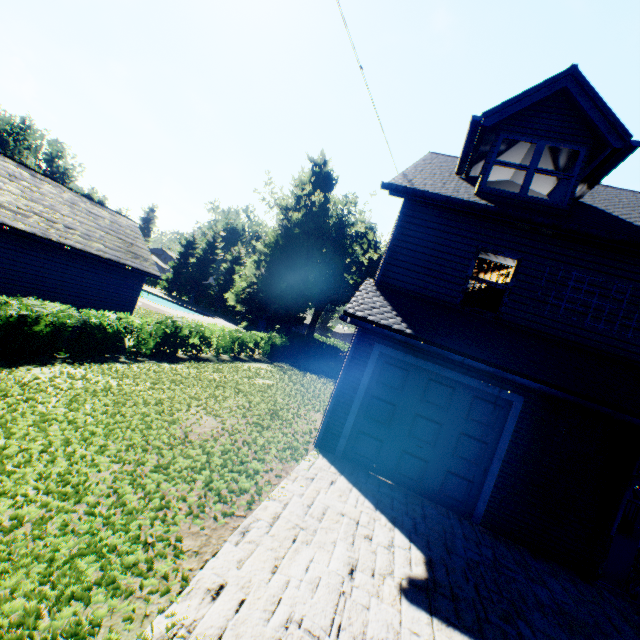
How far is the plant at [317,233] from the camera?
35.12m

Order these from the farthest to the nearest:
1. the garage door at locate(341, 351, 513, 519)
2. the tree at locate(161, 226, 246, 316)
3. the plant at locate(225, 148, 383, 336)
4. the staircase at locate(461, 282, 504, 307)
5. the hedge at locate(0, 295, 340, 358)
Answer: the tree at locate(161, 226, 246, 316) < the plant at locate(225, 148, 383, 336) < the staircase at locate(461, 282, 504, 307) < the hedge at locate(0, 295, 340, 358) < the garage door at locate(341, 351, 513, 519)

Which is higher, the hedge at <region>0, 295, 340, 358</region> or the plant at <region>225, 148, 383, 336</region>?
the plant at <region>225, 148, 383, 336</region>

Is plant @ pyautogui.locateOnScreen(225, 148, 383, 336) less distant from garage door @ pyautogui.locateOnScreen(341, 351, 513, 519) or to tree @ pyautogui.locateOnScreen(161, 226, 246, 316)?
tree @ pyautogui.locateOnScreen(161, 226, 246, 316)

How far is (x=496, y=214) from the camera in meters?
7.4

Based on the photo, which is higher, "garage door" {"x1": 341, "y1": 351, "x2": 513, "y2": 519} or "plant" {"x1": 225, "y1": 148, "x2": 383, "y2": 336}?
"plant" {"x1": 225, "y1": 148, "x2": 383, "y2": 336}

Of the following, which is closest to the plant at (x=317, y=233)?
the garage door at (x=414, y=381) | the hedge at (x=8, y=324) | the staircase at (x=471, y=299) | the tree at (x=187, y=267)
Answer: the tree at (x=187, y=267)

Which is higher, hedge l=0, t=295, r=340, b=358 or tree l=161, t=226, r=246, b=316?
tree l=161, t=226, r=246, b=316
